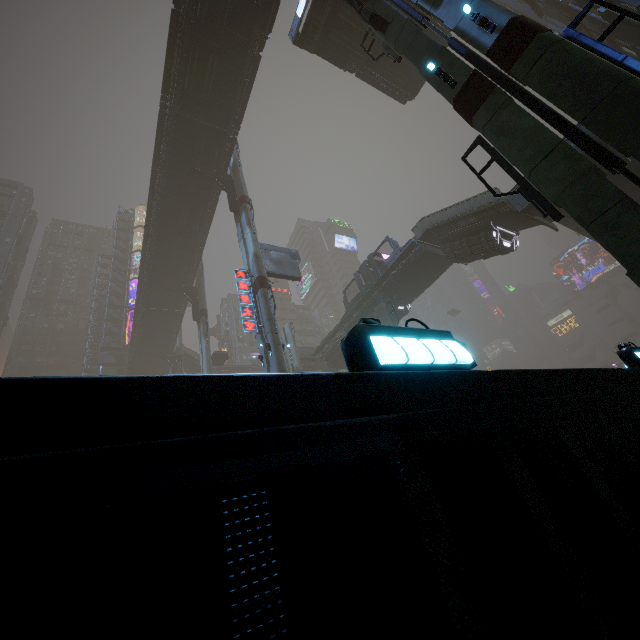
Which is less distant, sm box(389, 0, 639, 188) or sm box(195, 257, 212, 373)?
sm box(389, 0, 639, 188)

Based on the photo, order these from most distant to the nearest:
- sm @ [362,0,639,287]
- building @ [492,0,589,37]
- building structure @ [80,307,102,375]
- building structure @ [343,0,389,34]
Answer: building structure @ [80,307,102,375], building @ [492,0,589,37], building structure @ [343,0,389,34], sm @ [362,0,639,287]

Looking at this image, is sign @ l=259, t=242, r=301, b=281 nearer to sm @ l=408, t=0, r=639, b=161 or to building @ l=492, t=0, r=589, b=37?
sm @ l=408, t=0, r=639, b=161

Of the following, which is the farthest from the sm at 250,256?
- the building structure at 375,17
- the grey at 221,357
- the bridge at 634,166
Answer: the bridge at 634,166

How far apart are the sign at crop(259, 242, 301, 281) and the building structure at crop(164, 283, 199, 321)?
14.8m

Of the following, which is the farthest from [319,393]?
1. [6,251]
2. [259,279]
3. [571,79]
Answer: [6,251]

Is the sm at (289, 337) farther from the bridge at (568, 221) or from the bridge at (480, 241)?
the bridge at (568, 221)

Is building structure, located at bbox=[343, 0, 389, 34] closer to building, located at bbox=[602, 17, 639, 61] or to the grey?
building, located at bbox=[602, 17, 639, 61]
